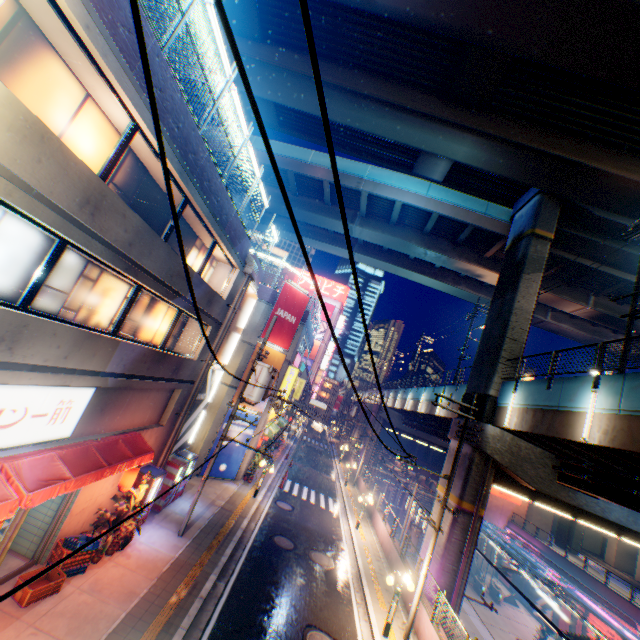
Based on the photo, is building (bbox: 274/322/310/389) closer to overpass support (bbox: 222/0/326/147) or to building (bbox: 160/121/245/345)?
building (bbox: 160/121/245/345)

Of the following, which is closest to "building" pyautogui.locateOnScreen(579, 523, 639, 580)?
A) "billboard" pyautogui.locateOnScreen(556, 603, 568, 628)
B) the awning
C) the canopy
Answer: the canopy

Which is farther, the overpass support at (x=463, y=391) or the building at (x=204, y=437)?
the building at (x=204, y=437)

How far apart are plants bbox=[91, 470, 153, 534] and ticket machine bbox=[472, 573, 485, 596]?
39.18m

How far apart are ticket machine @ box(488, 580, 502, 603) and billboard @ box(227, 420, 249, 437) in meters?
33.7

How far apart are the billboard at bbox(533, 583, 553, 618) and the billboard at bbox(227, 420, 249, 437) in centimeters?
3687cm

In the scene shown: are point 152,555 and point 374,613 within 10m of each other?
yes

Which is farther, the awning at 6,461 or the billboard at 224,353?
the billboard at 224,353
